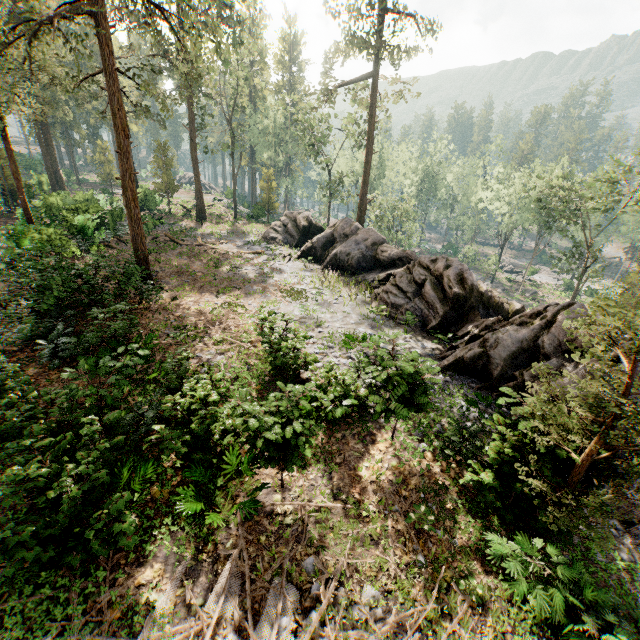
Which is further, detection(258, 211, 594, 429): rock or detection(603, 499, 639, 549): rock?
detection(258, 211, 594, 429): rock

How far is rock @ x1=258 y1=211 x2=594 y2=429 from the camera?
11.6m

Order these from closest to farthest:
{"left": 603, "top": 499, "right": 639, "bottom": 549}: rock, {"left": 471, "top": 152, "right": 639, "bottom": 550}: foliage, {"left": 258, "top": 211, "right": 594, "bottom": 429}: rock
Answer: {"left": 471, "top": 152, "right": 639, "bottom": 550}: foliage → {"left": 603, "top": 499, "right": 639, "bottom": 549}: rock → {"left": 258, "top": 211, "right": 594, "bottom": 429}: rock

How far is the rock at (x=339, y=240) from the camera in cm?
1158

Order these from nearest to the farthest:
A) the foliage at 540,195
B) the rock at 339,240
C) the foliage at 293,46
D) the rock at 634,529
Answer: the foliage at 540,195
the rock at 634,529
the rock at 339,240
the foliage at 293,46

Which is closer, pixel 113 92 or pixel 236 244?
pixel 113 92

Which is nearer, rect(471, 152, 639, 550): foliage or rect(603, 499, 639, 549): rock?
rect(471, 152, 639, 550): foliage
